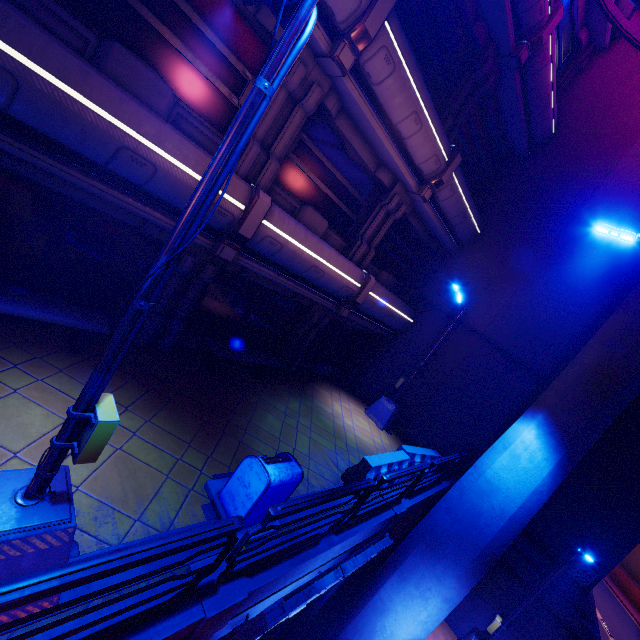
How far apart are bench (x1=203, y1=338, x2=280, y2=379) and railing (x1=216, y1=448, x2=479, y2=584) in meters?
4.8 m

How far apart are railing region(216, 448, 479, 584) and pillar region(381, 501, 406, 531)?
2.3 meters

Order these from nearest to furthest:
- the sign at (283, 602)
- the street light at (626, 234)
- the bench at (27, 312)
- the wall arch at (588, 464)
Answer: the sign at (283, 602), the bench at (27, 312), the street light at (626, 234), the wall arch at (588, 464)

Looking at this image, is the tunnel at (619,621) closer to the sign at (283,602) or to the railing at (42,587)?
the sign at (283,602)

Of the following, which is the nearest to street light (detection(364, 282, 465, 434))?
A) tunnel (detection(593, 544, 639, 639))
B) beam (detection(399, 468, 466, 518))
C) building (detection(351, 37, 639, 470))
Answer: building (detection(351, 37, 639, 470))

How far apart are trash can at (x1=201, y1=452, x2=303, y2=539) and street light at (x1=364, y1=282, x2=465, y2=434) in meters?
7.7

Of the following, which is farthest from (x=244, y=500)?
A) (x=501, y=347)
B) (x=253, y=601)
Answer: (x=501, y=347)

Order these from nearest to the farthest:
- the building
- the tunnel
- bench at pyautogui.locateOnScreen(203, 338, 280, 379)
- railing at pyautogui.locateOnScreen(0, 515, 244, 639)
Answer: railing at pyautogui.locateOnScreen(0, 515, 244, 639) < bench at pyautogui.locateOnScreen(203, 338, 280, 379) < the building < the tunnel
